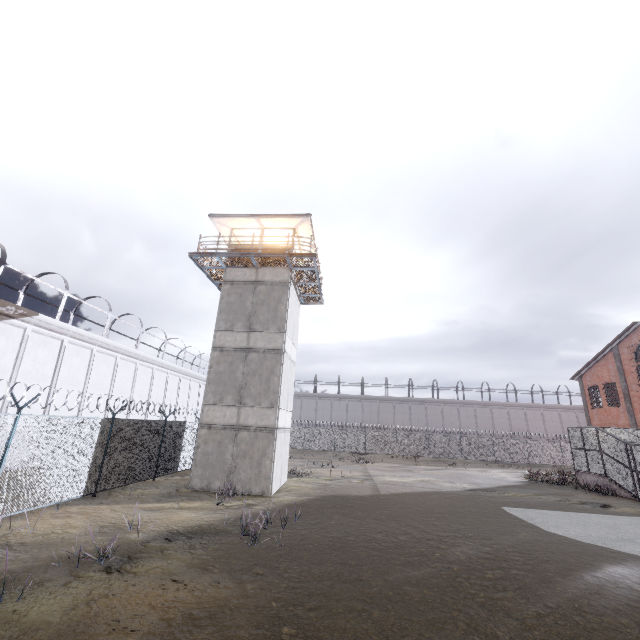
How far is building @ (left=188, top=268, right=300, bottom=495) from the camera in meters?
15.5

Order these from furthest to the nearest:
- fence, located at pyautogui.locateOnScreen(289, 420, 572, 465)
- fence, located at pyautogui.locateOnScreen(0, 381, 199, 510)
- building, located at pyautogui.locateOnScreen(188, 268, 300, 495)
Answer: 1. fence, located at pyautogui.locateOnScreen(289, 420, 572, 465)
2. building, located at pyautogui.locateOnScreen(188, 268, 300, 495)
3. fence, located at pyautogui.locateOnScreen(0, 381, 199, 510)

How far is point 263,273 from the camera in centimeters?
1880cm

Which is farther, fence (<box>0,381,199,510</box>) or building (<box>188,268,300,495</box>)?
building (<box>188,268,300,495</box>)

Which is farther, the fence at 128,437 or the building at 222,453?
the building at 222,453

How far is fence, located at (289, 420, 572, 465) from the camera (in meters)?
39.62

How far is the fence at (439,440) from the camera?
39.6m
